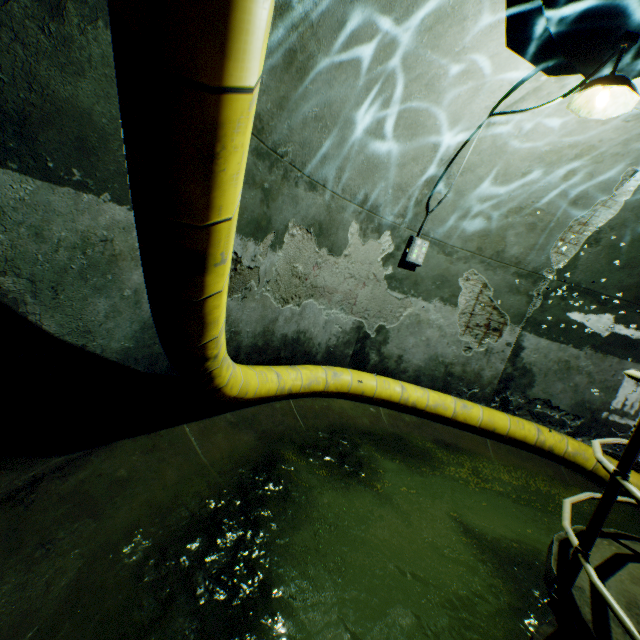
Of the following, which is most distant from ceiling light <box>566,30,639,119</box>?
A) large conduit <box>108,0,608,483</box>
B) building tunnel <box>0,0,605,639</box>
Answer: large conduit <box>108,0,608,483</box>

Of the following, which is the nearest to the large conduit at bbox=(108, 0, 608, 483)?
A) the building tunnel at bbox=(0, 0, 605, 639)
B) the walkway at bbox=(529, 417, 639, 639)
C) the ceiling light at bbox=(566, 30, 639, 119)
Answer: the building tunnel at bbox=(0, 0, 605, 639)

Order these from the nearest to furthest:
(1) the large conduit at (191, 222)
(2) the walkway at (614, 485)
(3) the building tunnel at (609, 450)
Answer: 1. (1) the large conduit at (191, 222)
2. (2) the walkway at (614, 485)
3. (3) the building tunnel at (609, 450)

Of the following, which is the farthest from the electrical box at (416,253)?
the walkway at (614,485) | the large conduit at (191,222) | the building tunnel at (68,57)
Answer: the walkway at (614,485)

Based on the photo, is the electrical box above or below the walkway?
above

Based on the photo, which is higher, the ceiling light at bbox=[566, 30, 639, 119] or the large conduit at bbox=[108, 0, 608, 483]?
the ceiling light at bbox=[566, 30, 639, 119]

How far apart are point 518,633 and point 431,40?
4.98m

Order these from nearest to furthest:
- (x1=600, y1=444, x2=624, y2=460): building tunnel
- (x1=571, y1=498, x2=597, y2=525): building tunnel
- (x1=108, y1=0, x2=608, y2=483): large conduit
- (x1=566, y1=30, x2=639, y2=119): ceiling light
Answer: (x1=108, y1=0, x2=608, y2=483): large conduit → (x1=566, y1=30, x2=639, y2=119): ceiling light → (x1=571, y1=498, x2=597, y2=525): building tunnel → (x1=600, y1=444, x2=624, y2=460): building tunnel
